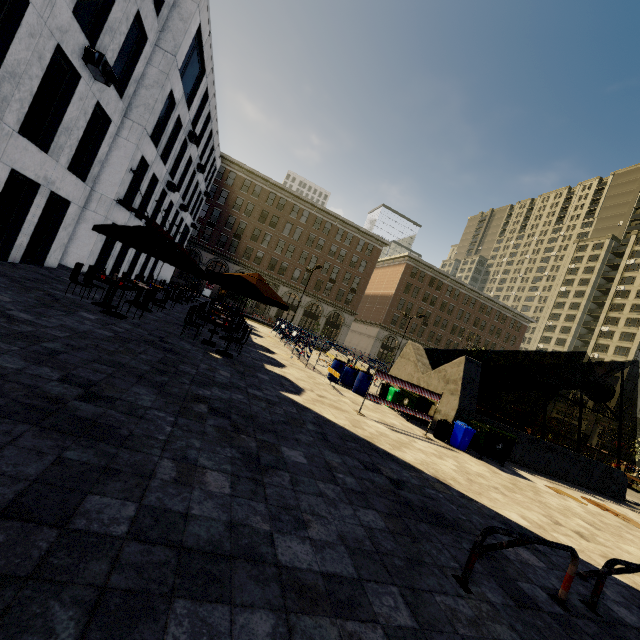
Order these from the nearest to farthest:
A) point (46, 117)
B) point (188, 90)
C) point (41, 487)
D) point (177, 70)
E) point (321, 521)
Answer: point (41, 487) < point (321, 521) < point (46, 117) < point (177, 70) < point (188, 90)

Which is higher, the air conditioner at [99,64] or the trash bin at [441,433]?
the air conditioner at [99,64]

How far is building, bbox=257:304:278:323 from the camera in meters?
49.9 m

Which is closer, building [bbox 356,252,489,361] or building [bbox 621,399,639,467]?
building [bbox 621,399,639,467]

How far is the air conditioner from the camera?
10.16m

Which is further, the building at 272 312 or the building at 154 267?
the building at 272 312

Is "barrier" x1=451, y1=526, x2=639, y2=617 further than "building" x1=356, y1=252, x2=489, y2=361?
No
